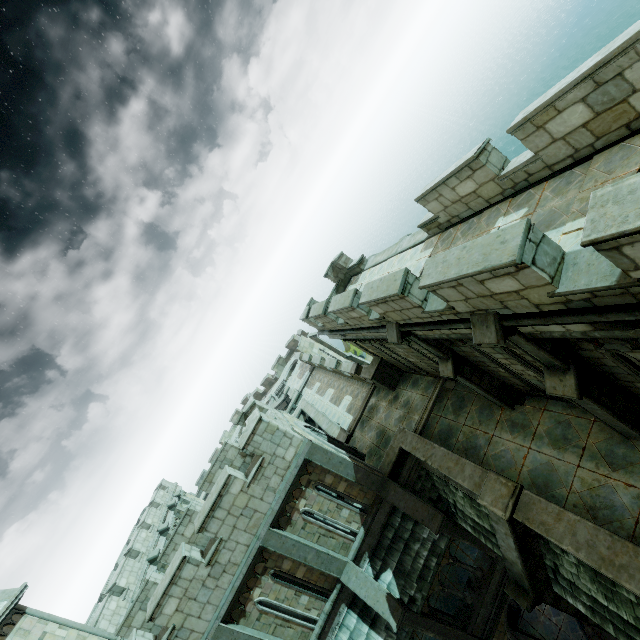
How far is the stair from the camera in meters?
7.7

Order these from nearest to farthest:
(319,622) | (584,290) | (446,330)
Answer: (584,290) → (446,330) → (319,622)

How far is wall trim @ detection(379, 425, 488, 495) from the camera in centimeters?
921cm

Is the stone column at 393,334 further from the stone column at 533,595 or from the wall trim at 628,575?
the stone column at 533,595

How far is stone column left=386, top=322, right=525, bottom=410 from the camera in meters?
9.3 m

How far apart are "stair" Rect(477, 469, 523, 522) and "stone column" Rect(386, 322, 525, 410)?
2.1m

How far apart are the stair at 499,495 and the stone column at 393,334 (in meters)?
2.14

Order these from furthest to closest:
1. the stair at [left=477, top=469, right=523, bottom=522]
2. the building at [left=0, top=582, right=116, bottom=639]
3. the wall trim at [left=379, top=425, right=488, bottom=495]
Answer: the building at [left=0, top=582, right=116, bottom=639], the wall trim at [left=379, top=425, right=488, bottom=495], the stair at [left=477, top=469, right=523, bottom=522]
